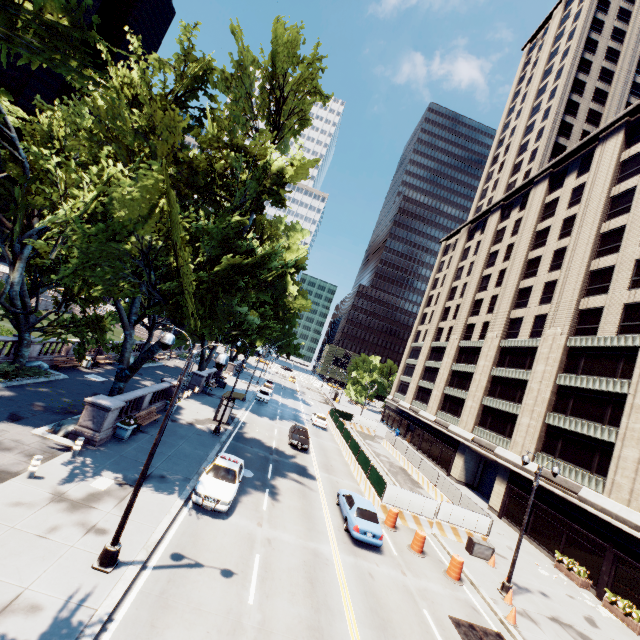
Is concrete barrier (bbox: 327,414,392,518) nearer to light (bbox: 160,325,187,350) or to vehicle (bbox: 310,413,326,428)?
vehicle (bbox: 310,413,326,428)

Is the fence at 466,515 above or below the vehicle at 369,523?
above

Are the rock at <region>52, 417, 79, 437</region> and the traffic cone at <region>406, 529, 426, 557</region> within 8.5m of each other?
no

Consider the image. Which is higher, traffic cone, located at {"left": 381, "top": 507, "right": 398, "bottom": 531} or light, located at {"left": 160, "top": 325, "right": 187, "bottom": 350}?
light, located at {"left": 160, "top": 325, "right": 187, "bottom": 350}

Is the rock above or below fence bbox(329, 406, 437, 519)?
below

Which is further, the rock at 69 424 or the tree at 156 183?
the rock at 69 424

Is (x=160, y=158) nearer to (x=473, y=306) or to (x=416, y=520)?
(x=416, y=520)

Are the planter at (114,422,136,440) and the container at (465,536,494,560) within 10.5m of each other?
no
